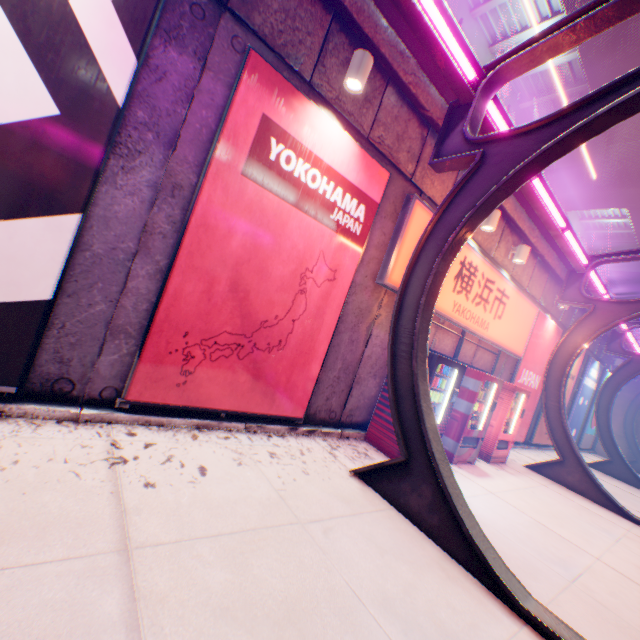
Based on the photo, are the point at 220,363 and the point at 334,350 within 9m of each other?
yes

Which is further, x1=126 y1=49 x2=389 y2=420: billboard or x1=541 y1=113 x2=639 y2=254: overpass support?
x1=541 y1=113 x2=639 y2=254: overpass support

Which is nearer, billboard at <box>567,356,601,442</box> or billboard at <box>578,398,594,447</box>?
billboard at <box>567,356,601,442</box>

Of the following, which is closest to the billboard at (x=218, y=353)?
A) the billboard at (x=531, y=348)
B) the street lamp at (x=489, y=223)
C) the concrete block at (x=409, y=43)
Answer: the concrete block at (x=409, y=43)

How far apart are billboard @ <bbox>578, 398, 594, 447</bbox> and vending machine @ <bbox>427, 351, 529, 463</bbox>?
14.1m

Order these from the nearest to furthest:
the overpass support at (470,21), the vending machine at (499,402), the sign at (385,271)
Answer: the sign at (385,271) < the vending machine at (499,402) < the overpass support at (470,21)

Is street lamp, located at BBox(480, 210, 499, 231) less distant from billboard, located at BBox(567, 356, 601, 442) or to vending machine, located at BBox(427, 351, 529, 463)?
vending machine, located at BBox(427, 351, 529, 463)

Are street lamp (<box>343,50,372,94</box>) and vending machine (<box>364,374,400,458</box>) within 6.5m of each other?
yes
